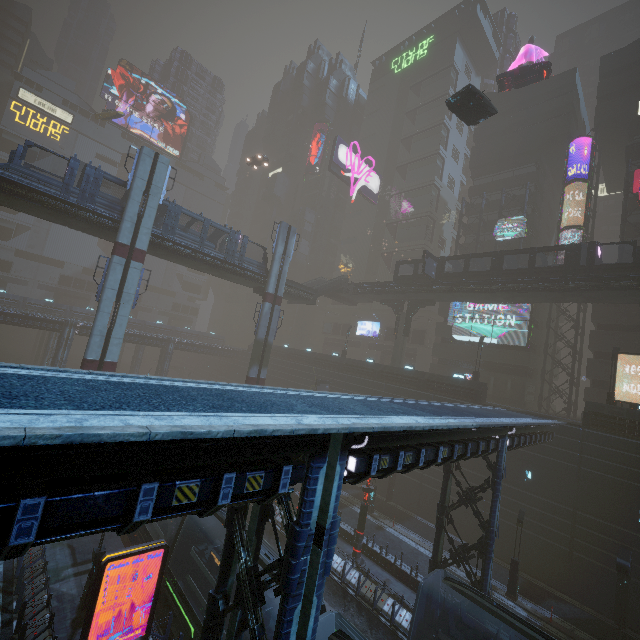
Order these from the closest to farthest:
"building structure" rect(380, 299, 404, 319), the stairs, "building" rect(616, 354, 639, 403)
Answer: "building" rect(616, 354, 639, 403)
the stairs
"building structure" rect(380, 299, 404, 319)

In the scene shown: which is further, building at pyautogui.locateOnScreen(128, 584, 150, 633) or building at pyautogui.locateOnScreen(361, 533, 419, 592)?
building at pyautogui.locateOnScreen(361, 533, 419, 592)

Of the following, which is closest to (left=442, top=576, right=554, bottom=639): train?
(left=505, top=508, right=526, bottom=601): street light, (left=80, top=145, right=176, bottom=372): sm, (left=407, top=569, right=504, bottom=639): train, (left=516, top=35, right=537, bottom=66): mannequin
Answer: (left=407, top=569, right=504, bottom=639): train

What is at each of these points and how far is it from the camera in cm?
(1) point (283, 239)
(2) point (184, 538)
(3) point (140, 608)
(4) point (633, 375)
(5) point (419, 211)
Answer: (1) sm, 3500
(2) train, 1595
(3) building, 1467
(4) building, 3077
(5) building, 5772

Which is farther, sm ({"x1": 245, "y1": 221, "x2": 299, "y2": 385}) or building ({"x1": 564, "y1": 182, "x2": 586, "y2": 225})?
building ({"x1": 564, "y1": 182, "x2": 586, "y2": 225})

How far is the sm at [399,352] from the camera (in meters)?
40.84

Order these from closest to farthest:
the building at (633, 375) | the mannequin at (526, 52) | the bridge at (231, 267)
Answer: the bridge at (231, 267), the building at (633, 375), the mannequin at (526, 52)

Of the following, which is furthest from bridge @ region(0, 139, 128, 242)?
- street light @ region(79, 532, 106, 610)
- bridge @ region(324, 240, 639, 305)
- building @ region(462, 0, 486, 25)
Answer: street light @ region(79, 532, 106, 610)
